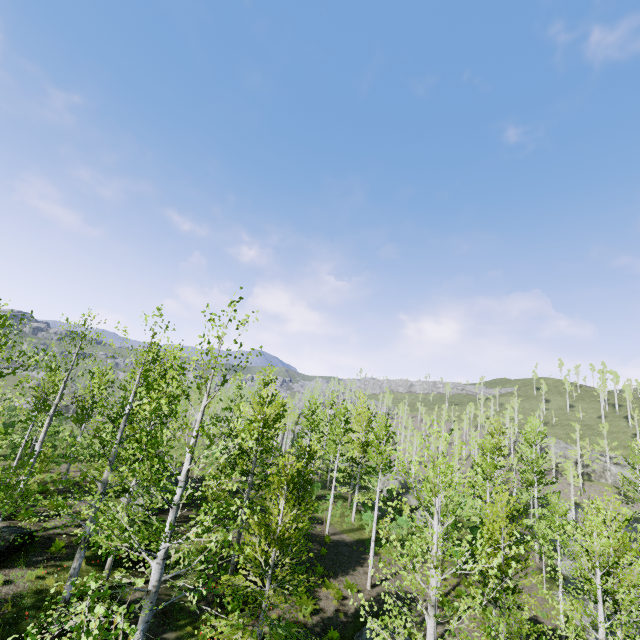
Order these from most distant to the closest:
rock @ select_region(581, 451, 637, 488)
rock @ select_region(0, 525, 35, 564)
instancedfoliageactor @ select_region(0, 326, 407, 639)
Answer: rock @ select_region(581, 451, 637, 488), rock @ select_region(0, 525, 35, 564), instancedfoliageactor @ select_region(0, 326, 407, 639)

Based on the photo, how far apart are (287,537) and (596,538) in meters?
15.5

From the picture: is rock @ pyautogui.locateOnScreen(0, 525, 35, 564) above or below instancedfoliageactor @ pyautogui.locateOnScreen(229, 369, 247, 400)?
below

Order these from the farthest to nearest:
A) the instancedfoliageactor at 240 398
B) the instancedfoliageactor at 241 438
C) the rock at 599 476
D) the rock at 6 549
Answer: the rock at 599 476, the rock at 6 549, the instancedfoliageactor at 240 398, the instancedfoliageactor at 241 438

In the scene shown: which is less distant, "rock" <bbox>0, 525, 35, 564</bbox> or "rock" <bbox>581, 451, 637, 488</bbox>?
"rock" <bbox>0, 525, 35, 564</bbox>

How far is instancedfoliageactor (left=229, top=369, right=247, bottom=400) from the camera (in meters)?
8.45

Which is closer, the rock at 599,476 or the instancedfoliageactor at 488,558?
the instancedfoliageactor at 488,558

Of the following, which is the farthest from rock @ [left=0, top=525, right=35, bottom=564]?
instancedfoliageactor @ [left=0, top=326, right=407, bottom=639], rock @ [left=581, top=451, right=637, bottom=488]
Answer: rock @ [left=581, top=451, right=637, bottom=488]
